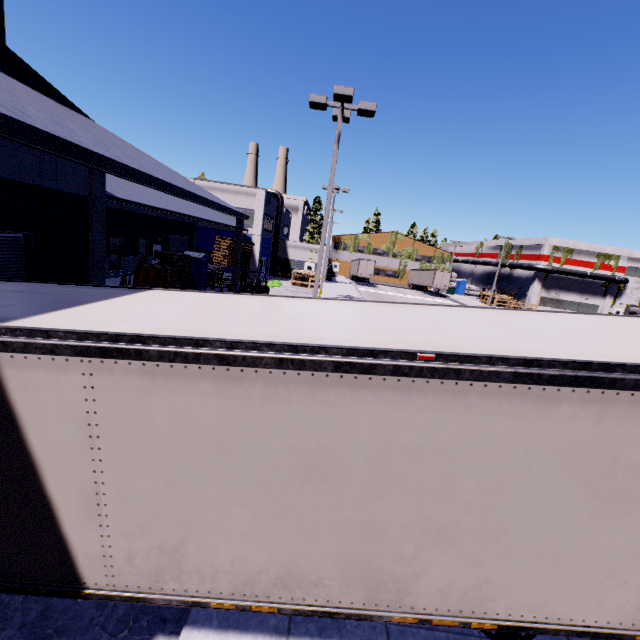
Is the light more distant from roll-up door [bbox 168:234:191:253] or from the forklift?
the forklift

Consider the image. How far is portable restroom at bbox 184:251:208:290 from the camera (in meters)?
25.33

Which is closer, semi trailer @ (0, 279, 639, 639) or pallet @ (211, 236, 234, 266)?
semi trailer @ (0, 279, 639, 639)

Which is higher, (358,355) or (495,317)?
(495,317)

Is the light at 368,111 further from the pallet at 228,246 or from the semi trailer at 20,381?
the pallet at 228,246

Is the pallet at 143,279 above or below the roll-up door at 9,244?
below

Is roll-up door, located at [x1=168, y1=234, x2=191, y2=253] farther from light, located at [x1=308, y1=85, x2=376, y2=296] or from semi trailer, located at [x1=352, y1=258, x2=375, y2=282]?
light, located at [x1=308, y1=85, x2=376, y2=296]

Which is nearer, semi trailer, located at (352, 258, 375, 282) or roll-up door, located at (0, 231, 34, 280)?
roll-up door, located at (0, 231, 34, 280)
